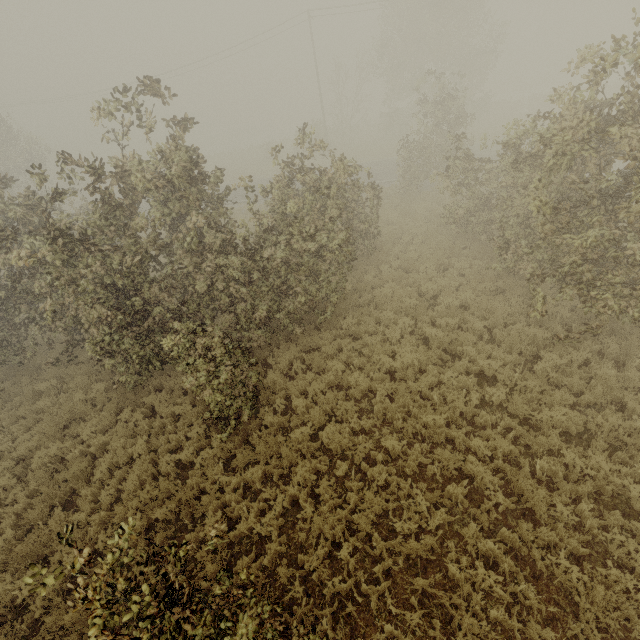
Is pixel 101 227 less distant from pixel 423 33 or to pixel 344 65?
pixel 344 65

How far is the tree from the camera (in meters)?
7.73

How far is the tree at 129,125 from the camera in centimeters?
773cm
